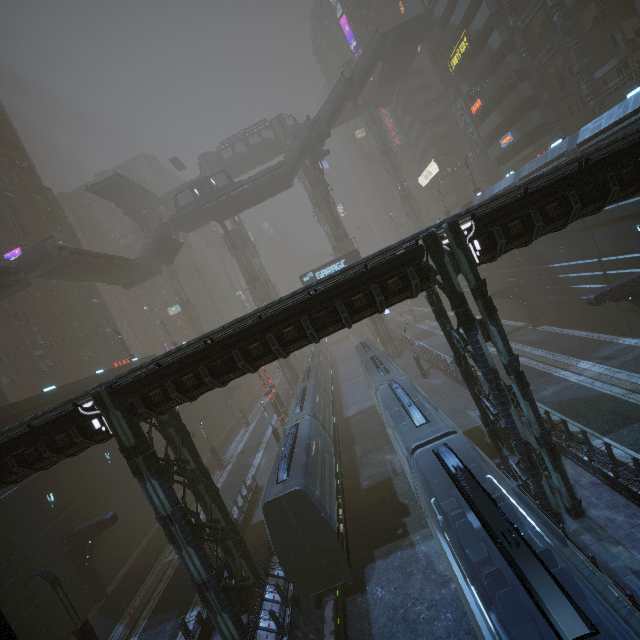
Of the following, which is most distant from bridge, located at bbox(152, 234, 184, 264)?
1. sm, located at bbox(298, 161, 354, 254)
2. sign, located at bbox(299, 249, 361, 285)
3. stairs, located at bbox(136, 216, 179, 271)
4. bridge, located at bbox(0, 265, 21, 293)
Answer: sign, located at bbox(299, 249, 361, 285)

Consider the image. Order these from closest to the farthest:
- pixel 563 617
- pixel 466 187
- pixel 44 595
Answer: pixel 563 617
pixel 44 595
pixel 466 187

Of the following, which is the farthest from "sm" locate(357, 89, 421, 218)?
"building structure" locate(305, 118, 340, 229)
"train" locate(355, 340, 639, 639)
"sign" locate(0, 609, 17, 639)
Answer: "sign" locate(0, 609, 17, 639)

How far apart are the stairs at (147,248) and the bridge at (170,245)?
0.0 meters

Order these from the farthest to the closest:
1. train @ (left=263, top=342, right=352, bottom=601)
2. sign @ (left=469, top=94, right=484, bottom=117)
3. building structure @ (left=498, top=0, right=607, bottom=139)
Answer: sign @ (left=469, top=94, right=484, bottom=117) < building structure @ (left=498, top=0, right=607, bottom=139) < train @ (left=263, top=342, right=352, bottom=601)

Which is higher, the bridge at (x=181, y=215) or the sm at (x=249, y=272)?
the bridge at (x=181, y=215)

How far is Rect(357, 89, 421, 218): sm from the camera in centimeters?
5853cm

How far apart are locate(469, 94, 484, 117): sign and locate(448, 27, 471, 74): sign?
4.28m
